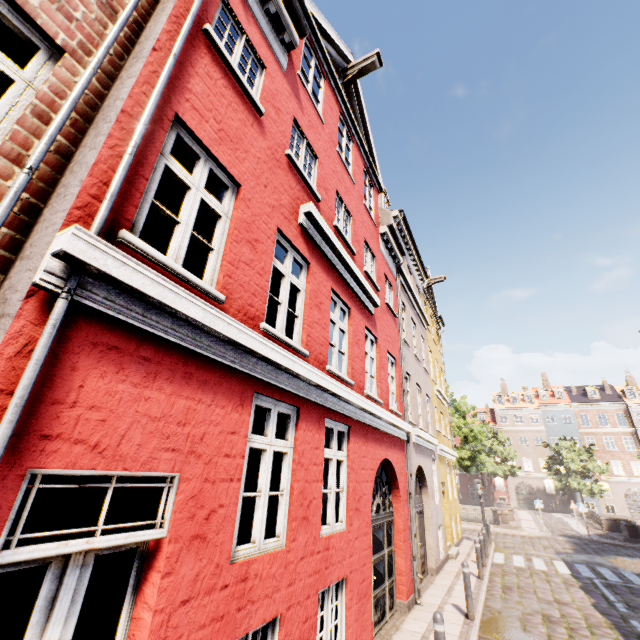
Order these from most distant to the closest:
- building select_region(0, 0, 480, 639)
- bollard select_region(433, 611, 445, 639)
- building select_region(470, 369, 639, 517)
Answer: building select_region(470, 369, 639, 517) → bollard select_region(433, 611, 445, 639) → building select_region(0, 0, 480, 639)

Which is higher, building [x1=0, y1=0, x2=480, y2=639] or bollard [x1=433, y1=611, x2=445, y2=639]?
building [x1=0, y1=0, x2=480, y2=639]

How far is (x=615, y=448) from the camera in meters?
42.6 m

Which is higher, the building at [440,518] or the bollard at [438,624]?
the building at [440,518]

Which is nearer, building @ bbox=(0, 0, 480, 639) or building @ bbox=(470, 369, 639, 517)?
building @ bbox=(0, 0, 480, 639)

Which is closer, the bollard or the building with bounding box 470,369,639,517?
the bollard
